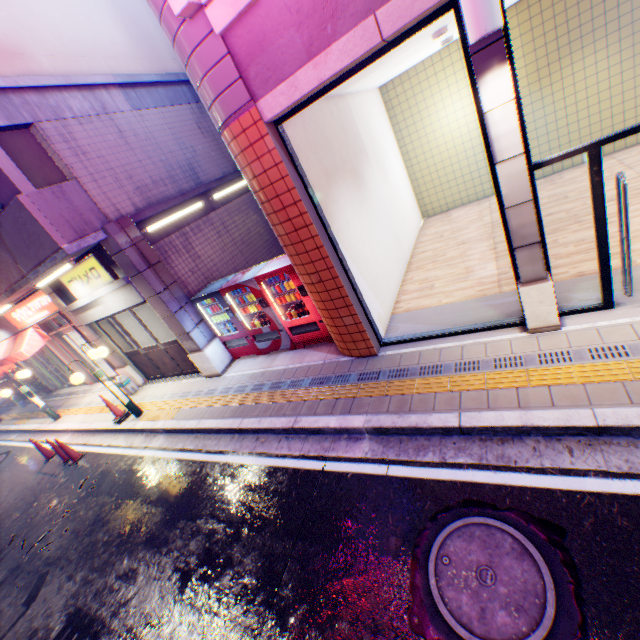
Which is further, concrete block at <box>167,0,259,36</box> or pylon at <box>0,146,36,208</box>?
pylon at <box>0,146,36,208</box>

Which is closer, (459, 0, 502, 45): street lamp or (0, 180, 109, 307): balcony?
(459, 0, 502, 45): street lamp

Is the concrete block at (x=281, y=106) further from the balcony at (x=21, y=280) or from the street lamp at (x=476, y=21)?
the balcony at (x=21, y=280)

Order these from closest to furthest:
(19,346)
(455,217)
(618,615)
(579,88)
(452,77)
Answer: (618,615)
(579,88)
(452,77)
(455,217)
(19,346)

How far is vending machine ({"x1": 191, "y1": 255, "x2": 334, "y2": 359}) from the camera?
6.9 meters

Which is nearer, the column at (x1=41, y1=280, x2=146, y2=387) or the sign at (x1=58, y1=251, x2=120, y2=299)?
the sign at (x1=58, y1=251, x2=120, y2=299)

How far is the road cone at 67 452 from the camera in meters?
8.7

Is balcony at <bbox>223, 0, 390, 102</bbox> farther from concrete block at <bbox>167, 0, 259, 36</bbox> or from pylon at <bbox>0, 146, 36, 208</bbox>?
pylon at <bbox>0, 146, 36, 208</bbox>
